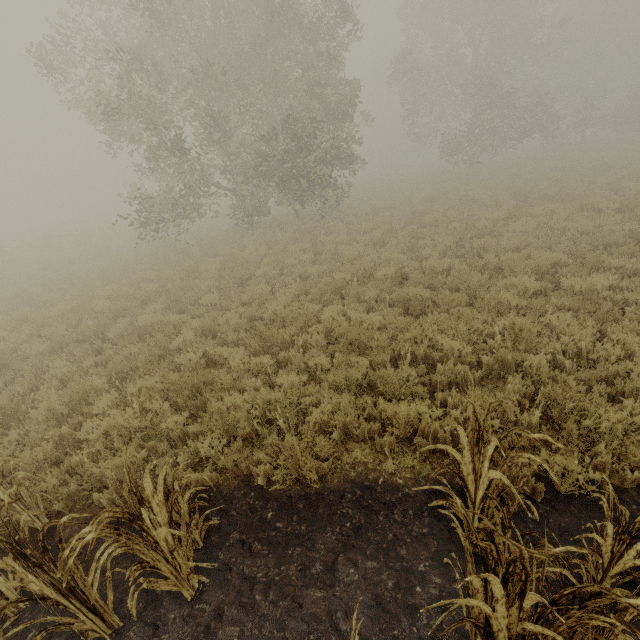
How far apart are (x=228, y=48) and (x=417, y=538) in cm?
2005

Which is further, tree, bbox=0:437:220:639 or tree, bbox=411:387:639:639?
tree, bbox=0:437:220:639

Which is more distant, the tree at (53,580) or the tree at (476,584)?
the tree at (53,580)
